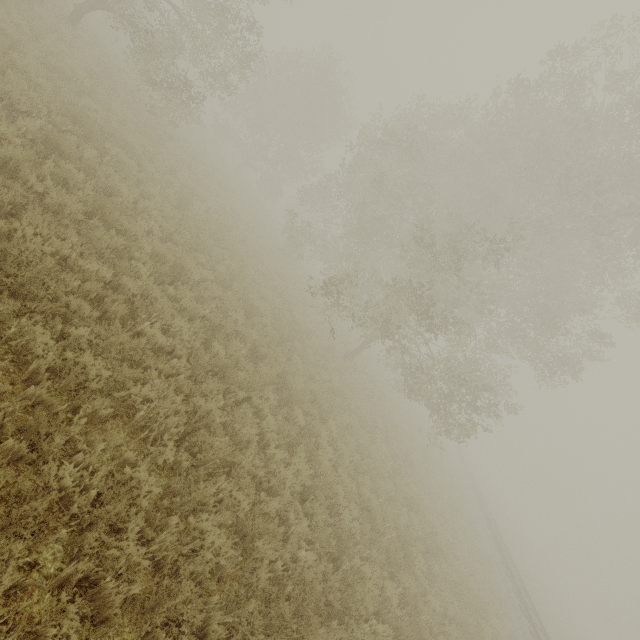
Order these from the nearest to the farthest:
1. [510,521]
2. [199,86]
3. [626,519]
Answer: [199,86] < [510,521] < [626,519]
